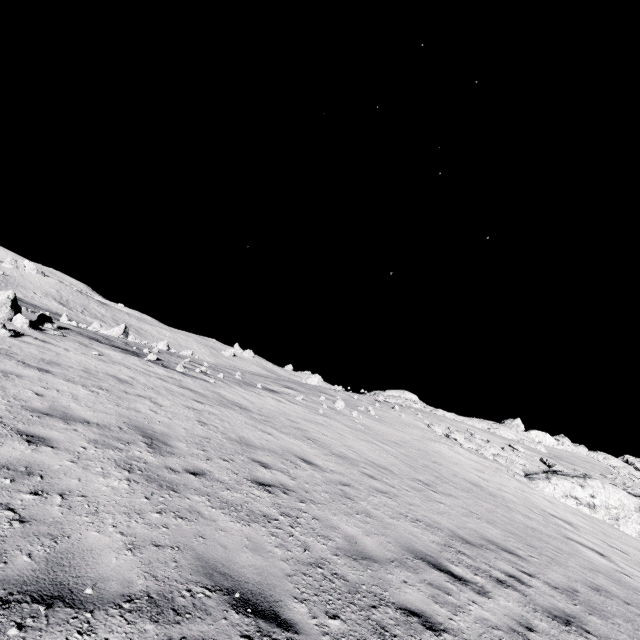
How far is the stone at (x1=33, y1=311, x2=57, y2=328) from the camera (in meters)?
14.05

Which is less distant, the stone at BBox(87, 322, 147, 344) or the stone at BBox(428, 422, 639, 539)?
the stone at BBox(428, 422, 639, 539)

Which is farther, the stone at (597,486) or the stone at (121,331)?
the stone at (121,331)

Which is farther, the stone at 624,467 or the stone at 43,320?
the stone at 624,467

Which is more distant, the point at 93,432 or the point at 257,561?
the point at 93,432

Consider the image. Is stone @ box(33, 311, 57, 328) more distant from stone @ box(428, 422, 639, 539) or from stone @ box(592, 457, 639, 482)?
stone @ box(592, 457, 639, 482)

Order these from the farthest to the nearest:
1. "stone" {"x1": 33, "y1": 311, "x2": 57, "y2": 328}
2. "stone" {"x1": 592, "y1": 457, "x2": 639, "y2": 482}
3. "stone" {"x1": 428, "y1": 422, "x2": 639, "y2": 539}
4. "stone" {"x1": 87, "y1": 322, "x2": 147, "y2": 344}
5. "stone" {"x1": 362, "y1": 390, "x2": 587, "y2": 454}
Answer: "stone" {"x1": 592, "y1": 457, "x2": 639, "y2": 482} < "stone" {"x1": 362, "y1": 390, "x2": 587, "y2": 454} < "stone" {"x1": 87, "y1": 322, "x2": 147, "y2": 344} < "stone" {"x1": 428, "y1": 422, "x2": 639, "y2": 539} < "stone" {"x1": 33, "y1": 311, "x2": 57, "y2": 328}

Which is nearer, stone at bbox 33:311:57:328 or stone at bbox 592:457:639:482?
Answer: stone at bbox 33:311:57:328
